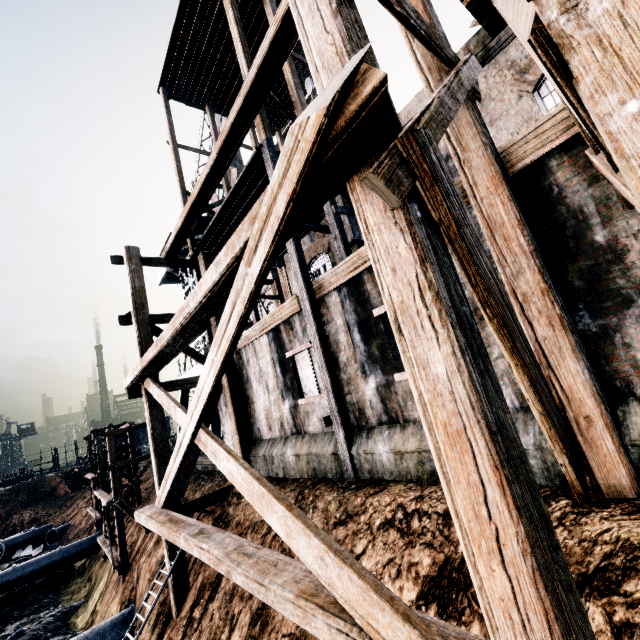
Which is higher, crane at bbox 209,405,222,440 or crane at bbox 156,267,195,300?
crane at bbox 156,267,195,300

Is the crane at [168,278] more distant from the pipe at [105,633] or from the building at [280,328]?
the pipe at [105,633]

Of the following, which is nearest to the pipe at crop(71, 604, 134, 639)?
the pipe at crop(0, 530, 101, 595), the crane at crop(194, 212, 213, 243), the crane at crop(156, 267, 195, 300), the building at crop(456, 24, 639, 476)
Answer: the building at crop(456, 24, 639, 476)

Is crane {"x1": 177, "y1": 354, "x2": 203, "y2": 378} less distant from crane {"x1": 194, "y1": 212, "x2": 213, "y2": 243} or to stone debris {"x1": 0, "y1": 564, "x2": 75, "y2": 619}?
crane {"x1": 194, "y1": 212, "x2": 213, "y2": 243}

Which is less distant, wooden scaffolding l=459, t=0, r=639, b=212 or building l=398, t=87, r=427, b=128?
wooden scaffolding l=459, t=0, r=639, b=212

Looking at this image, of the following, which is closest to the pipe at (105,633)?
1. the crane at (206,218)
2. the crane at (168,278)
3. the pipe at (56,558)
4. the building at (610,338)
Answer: the building at (610,338)

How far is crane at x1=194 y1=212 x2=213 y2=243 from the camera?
26.0 meters

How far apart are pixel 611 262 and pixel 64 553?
40.66m
